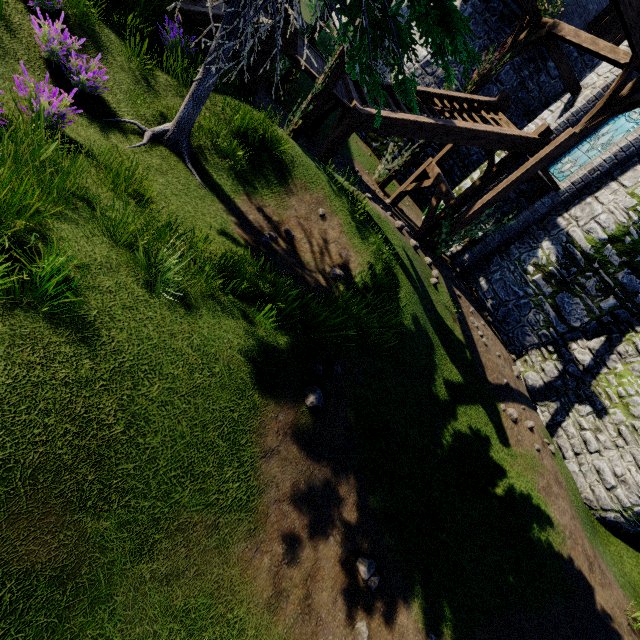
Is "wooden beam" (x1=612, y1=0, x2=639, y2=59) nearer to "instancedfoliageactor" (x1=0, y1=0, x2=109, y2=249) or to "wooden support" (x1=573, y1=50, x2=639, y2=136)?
"wooden support" (x1=573, y1=50, x2=639, y2=136)

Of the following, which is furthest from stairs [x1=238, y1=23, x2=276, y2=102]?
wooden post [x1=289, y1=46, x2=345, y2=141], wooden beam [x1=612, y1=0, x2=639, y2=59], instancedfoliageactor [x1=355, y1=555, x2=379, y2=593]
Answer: instancedfoliageactor [x1=355, y1=555, x2=379, y2=593]

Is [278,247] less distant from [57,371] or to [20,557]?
[57,371]

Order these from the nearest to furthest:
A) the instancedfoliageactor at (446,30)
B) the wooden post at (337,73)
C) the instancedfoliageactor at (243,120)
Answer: the instancedfoliageactor at (446,30) → the instancedfoliageactor at (243,120) → the wooden post at (337,73)

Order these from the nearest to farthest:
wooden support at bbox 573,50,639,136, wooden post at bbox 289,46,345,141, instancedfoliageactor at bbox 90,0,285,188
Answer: instancedfoliageactor at bbox 90,0,285,188 → wooden post at bbox 289,46,345,141 → wooden support at bbox 573,50,639,136

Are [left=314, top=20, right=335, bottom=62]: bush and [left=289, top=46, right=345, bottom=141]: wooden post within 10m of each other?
no

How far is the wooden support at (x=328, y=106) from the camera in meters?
9.2

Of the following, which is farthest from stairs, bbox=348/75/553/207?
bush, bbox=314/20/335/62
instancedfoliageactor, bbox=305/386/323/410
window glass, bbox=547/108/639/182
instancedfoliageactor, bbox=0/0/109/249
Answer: bush, bbox=314/20/335/62
